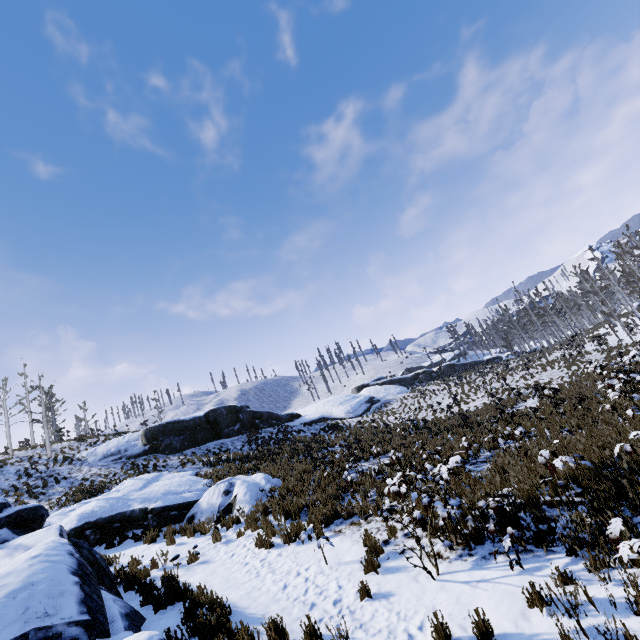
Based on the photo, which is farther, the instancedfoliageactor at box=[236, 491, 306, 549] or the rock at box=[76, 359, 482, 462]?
the rock at box=[76, 359, 482, 462]

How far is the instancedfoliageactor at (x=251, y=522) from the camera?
8.5 meters

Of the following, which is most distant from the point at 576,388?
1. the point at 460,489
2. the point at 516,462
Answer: the point at 460,489

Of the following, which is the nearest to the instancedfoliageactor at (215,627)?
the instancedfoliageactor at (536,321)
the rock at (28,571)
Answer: the rock at (28,571)

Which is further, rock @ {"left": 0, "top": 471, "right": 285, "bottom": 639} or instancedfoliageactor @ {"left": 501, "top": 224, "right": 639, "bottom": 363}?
instancedfoliageactor @ {"left": 501, "top": 224, "right": 639, "bottom": 363}

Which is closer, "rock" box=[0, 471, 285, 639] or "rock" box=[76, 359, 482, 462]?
"rock" box=[0, 471, 285, 639]

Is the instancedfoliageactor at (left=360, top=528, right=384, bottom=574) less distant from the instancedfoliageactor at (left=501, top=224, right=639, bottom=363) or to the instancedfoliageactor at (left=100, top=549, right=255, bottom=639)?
the instancedfoliageactor at (left=100, top=549, right=255, bottom=639)

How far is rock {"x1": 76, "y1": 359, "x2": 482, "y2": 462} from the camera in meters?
24.4 m
